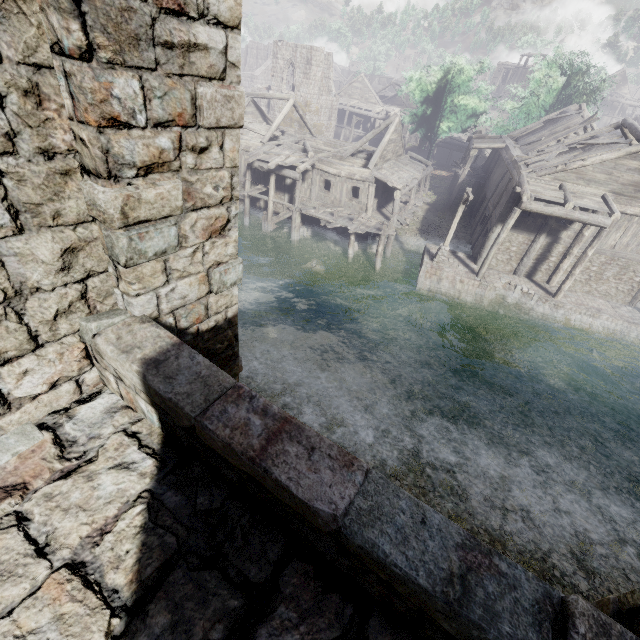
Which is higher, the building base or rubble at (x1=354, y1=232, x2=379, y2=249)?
the building base

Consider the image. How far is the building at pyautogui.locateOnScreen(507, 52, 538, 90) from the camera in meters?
55.5

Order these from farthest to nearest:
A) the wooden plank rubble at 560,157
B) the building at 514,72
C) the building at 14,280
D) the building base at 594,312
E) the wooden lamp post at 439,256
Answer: the building at 514,72
the building base at 594,312
the wooden lamp post at 439,256
the wooden plank rubble at 560,157
the building at 14,280

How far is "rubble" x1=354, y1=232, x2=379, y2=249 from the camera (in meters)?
25.03

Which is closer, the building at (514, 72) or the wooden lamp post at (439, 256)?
the wooden lamp post at (439, 256)

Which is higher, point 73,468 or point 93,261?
point 93,261

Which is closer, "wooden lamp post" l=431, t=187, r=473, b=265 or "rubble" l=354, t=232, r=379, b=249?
"wooden lamp post" l=431, t=187, r=473, b=265
